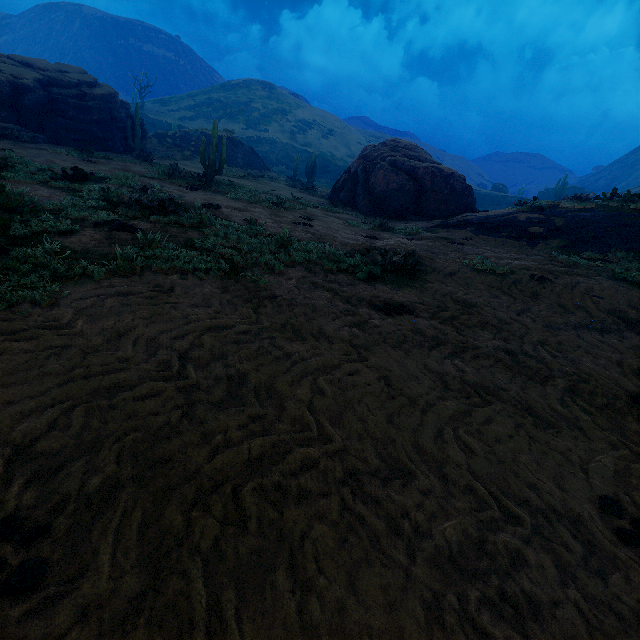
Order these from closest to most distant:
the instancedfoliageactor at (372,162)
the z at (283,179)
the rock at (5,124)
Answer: the z at (283,179) < the instancedfoliageactor at (372,162) < the rock at (5,124)

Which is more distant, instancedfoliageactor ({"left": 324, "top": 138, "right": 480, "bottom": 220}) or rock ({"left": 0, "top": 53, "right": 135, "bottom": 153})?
rock ({"left": 0, "top": 53, "right": 135, "bottom": 153})

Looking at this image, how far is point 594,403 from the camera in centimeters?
383cm

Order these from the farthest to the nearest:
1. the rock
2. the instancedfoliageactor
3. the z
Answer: the rock, the instancedfoliageactor, the z

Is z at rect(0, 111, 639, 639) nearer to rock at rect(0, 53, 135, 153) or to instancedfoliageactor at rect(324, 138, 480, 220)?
instancedfoliageactor at rect(324, 138, 480, 220)

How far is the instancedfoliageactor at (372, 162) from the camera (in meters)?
16.95
